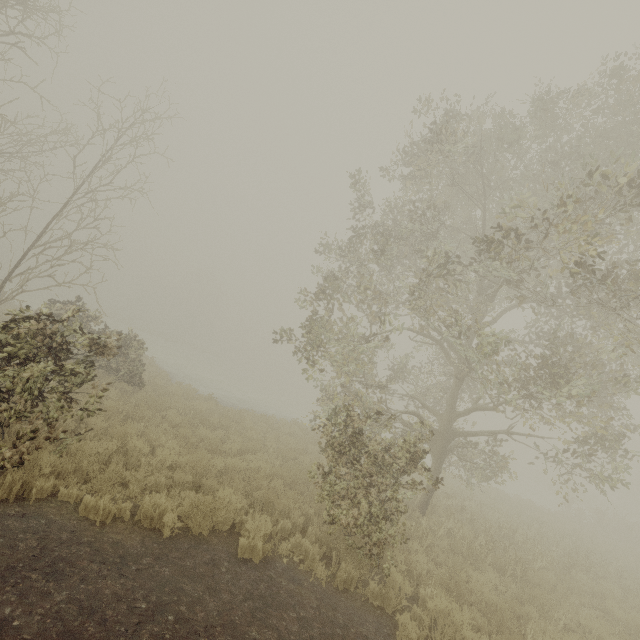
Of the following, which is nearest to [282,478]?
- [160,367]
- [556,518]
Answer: [160,367]
